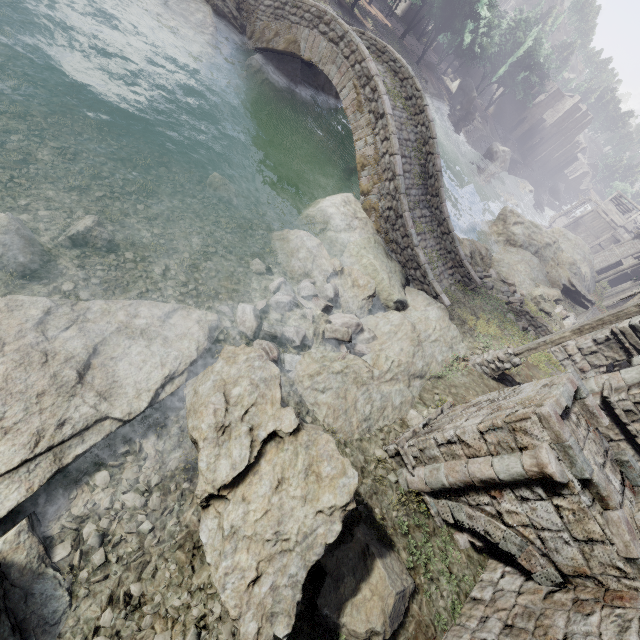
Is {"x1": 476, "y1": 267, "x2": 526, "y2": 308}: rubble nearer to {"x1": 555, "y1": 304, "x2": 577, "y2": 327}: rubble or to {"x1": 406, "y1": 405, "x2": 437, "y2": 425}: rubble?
{"x1": 555, "y1": 304, "x2": 577, "y2": 327}: rubble

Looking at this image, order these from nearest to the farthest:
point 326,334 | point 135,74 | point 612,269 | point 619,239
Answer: point 326,334
point 135,74
point 612,269
point 619,239

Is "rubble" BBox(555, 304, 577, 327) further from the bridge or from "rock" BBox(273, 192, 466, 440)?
the bridge

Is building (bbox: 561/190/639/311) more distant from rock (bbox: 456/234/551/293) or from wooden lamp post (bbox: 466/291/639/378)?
wooden lamp post (bbox: 466/291/639/378)

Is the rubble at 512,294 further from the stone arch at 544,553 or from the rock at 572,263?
the rock at 572,263

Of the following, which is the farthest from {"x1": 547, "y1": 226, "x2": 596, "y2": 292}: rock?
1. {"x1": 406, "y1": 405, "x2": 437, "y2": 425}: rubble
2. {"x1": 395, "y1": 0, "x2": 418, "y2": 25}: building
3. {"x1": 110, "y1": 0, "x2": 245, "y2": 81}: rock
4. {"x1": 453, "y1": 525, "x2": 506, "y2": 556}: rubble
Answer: {"x1": 453, "y1": 525, "x2": 506, "y2": 556}: rubble

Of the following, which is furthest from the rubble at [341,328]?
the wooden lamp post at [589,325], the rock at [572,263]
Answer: the rock at [572,263]

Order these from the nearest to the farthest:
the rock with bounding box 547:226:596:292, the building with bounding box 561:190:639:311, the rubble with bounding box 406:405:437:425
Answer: the rubble with bounding box 406:405:437:425, the rock with bounding box 547:226:596:292, the building with bounding box 561:190:639:311
